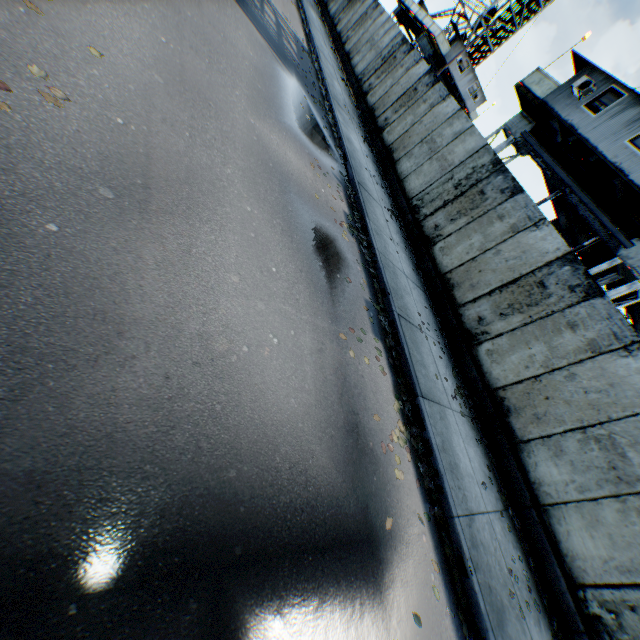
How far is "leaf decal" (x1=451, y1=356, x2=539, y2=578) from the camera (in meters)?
6.14

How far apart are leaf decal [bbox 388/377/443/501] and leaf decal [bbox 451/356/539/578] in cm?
191

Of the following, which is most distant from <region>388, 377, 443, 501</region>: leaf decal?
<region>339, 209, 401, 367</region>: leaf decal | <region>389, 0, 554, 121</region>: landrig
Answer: <region>389, 0, 554, 121</region>: landrig

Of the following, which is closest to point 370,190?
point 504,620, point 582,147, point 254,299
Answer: point 254,299

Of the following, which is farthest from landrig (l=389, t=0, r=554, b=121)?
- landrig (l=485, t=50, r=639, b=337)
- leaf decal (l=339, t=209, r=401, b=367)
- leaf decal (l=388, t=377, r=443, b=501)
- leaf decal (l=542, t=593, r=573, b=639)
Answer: leaf decal (l=542, t=593, r=573, b=639)

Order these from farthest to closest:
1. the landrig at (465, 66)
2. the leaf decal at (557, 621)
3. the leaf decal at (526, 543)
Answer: the landrig at (465, 66) → the leaf decal at (526, 543) → the leaf decal at (557, 621)

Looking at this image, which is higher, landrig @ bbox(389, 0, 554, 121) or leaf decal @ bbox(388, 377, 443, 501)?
landrig @ bbox(389, 0, 554, 121)

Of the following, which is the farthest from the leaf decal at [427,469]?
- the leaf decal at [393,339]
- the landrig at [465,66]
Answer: the landrig at [465,66]
